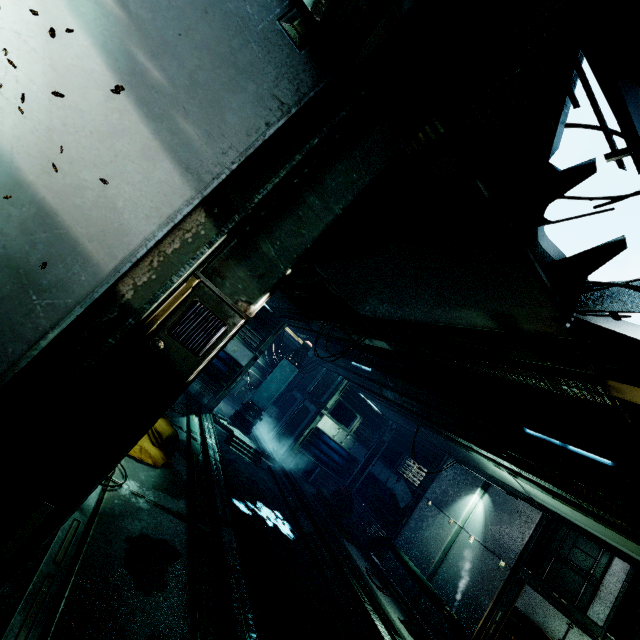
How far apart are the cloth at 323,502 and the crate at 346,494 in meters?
0.2

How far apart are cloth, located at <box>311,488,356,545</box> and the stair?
2.4 meters

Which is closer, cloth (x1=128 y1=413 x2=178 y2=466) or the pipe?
cloth (x1=128 y1=413 x2=178 y2=466)

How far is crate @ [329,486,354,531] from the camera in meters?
11.6

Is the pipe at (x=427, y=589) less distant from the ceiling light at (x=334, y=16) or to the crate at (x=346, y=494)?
the crate at (x=346, y=494)

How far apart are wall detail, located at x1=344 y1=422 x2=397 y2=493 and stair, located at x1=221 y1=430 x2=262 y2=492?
3.8 meters

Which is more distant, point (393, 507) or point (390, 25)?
point (393, 507)

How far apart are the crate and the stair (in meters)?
3.26
